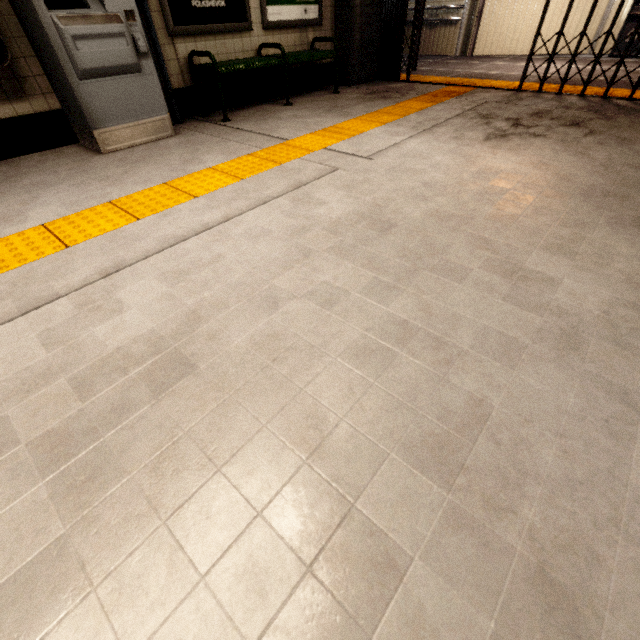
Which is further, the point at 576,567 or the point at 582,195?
the point at 582,195

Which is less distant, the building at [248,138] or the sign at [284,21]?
the building at [248,138]

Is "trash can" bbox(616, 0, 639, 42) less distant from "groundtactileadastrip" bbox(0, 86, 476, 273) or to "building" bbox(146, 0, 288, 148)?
"groundtactileadastrip" bbox(0, 86, 476, 273)

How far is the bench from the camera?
4.0 meters

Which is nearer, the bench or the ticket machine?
the ticket machine

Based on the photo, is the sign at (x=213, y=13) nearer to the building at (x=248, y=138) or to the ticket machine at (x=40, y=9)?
the building at (x=248, y=138)

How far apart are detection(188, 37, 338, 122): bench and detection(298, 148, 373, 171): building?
1.8m

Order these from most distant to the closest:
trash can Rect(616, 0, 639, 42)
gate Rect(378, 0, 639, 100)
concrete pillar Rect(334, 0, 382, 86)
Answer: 1. trash can Rect(616, 0, 639, 42)
2. concrete pillar Rect(334, 0, 382, 86)
3. gate Rect(378, 0, 639, 100)
